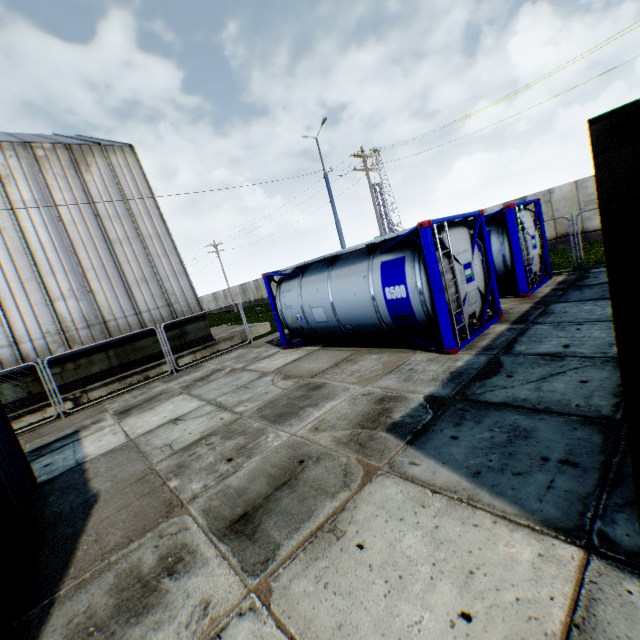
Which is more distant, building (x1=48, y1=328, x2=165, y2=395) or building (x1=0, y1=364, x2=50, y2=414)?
building (x1=48, y1=328, x2=165, y2=395)

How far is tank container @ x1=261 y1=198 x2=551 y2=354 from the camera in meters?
7.3

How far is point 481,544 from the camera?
2.8 meters

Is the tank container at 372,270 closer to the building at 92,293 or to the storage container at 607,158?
the storage container at 607,158

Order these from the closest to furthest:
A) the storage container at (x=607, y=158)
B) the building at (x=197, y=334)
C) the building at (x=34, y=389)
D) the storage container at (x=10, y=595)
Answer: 1. the storage container at (x=607, y=158)
2. the storage container at (x=10, y=595)
3. the building at (x=34, y=389)
4. the building at (x=197, y=334)

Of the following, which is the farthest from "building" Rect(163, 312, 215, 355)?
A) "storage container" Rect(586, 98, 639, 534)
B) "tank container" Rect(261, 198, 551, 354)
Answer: "storage container" Rect(586, 98, 639, 534)

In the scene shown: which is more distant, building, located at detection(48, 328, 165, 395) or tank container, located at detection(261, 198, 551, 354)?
building, located at detection(48, 328, 165, 395)

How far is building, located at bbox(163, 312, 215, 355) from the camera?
15.6 meters
